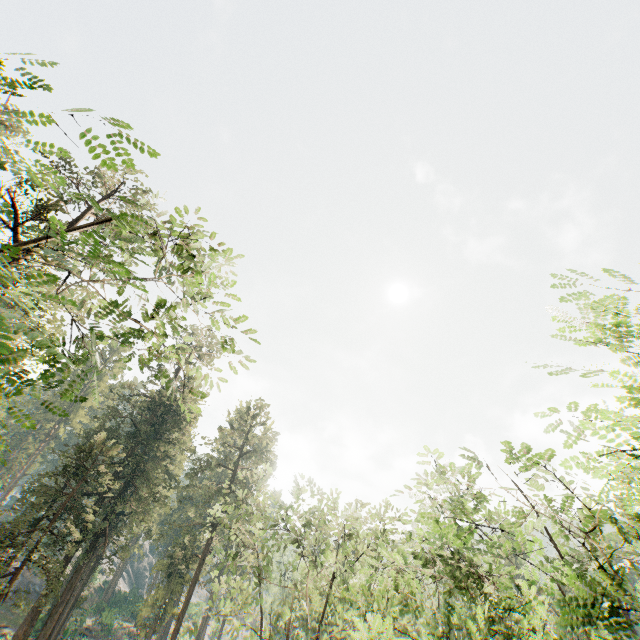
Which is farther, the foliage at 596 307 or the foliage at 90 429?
the foliage at 90 429

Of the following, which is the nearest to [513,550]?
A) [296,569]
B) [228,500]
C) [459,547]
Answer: [459,547]

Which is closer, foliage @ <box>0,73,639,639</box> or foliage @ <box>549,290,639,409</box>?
foliage @ <box>549,290,639,409</box>
